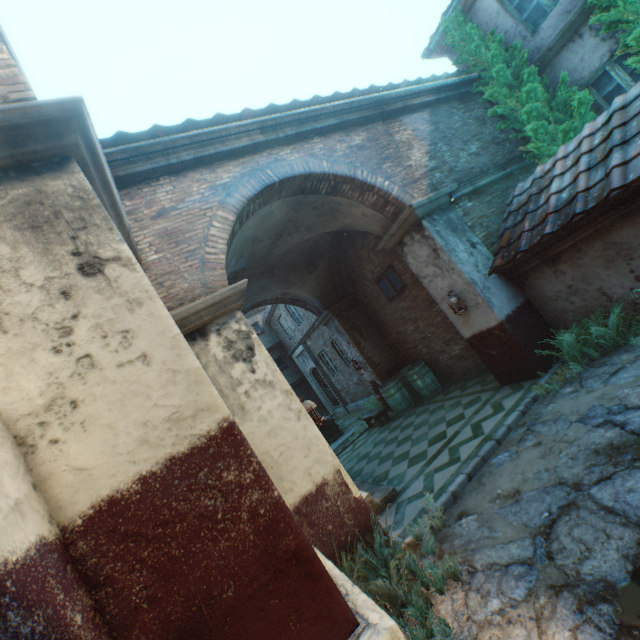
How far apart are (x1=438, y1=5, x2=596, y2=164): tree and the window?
4.07m

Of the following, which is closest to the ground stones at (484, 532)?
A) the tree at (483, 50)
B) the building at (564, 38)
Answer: the tree at (483, 50)

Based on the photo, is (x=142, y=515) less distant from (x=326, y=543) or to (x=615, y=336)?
(x=326, y=543)

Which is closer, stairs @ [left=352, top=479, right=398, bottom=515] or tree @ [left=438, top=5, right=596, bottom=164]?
stairs @ [left=352, top=479, right=398, bottom=515]

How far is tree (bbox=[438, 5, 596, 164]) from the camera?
7.0m

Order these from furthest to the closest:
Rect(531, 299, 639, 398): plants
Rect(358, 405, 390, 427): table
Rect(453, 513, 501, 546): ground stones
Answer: Rect(358, 405, 390, 427): table, Rect(531, 299, 639, 398): plants, Rect(453, 513, 501, 546): ground stones

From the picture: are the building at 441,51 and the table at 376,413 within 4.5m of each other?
no

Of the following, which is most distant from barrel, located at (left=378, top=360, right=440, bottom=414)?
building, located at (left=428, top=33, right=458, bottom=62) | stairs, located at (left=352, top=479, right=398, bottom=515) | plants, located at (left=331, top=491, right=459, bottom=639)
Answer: building, located at (left=428, top=33, right=458, bottom=62)
